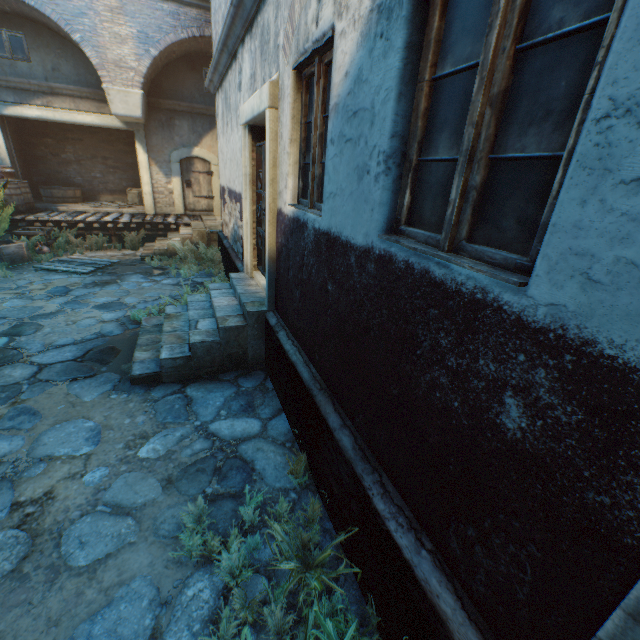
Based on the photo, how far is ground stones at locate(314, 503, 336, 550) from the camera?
2.7m

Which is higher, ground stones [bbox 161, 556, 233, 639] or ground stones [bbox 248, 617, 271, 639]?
ground stones [bbox 248, 617, 271, 639]

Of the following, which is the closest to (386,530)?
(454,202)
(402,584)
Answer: (402,584)

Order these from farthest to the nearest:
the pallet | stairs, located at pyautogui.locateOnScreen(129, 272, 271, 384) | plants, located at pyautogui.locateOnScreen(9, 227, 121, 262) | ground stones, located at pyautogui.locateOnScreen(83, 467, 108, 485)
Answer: plants, located at pyautogui.locateOnScreen(9, 227, 121, 262) < the pallet < stairs, located at pyautogui.locateOnScreen(129, 272, 271, 384) < ground stones, located at pyautogui.locateOnScreen(83, 467, 108, 485)

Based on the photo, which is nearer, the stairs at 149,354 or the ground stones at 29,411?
the ground stones at 29,411

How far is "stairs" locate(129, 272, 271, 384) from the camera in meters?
4.5

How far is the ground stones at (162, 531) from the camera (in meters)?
2.67

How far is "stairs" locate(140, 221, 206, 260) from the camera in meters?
10.2
